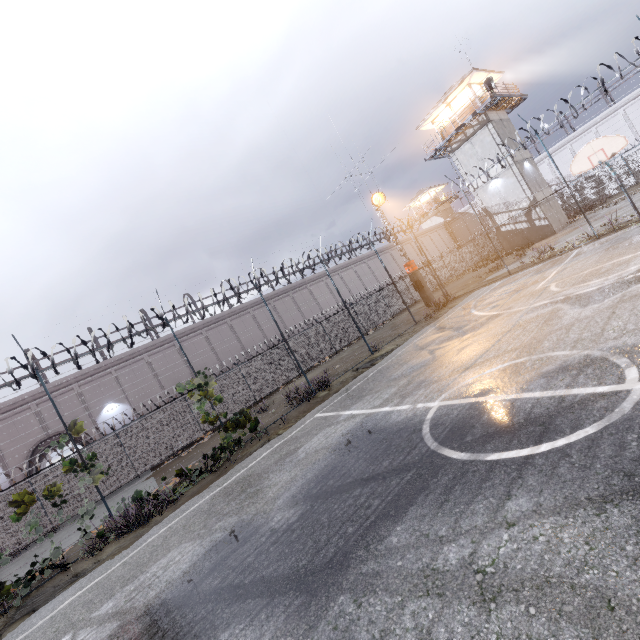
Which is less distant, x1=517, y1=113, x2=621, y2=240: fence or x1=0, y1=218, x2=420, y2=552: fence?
x1=0, y1=218, x2=420, y2=552: fence

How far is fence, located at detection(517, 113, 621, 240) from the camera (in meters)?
13.98

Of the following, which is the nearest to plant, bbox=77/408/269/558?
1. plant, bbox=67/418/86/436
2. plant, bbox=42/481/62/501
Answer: plant, bbox=42/481/62/501

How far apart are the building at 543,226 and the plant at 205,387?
28.47m

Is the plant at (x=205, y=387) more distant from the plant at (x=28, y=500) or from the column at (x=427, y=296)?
the column at (x=427, y=296)

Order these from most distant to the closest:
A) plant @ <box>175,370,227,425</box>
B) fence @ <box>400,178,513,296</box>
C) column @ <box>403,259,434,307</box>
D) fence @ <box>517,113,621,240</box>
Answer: column @ <box>403,259,434,307</box>
fence @ <box>400,178,513,296</box>
fence @ <box>517,113,621,240</box>
plant @ <box>175,370,227,425</box>

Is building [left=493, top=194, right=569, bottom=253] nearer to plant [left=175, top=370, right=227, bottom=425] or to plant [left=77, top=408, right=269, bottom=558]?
plant [left=175, top=370, right=227, bottom=425]

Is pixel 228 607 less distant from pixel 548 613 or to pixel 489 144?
pixel 548 613
